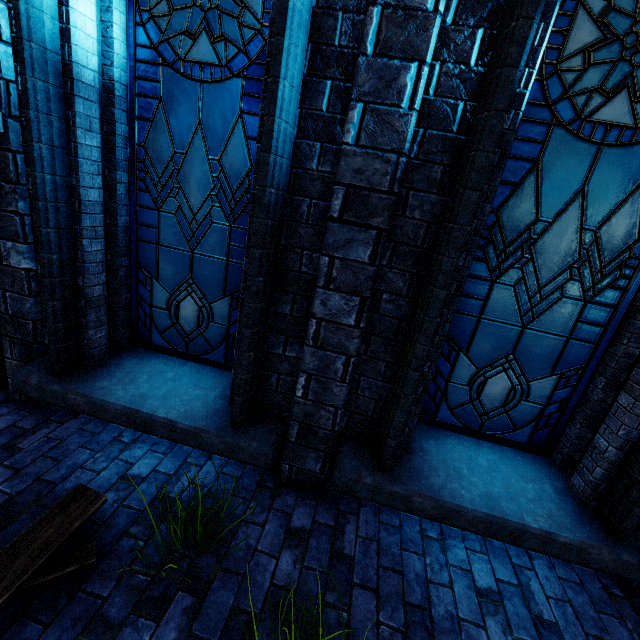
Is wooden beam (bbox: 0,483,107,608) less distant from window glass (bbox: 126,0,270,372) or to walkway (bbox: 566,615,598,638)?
walkway (bbox: 566,615,598,638)

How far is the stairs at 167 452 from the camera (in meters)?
2.75

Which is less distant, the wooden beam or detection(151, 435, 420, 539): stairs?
the wooden beam

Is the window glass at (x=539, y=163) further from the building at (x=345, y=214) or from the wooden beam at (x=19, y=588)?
the wooden beam at (x=19, y=588)

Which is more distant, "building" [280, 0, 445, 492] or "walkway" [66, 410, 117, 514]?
"walkway" [66, 410, 117, 514]

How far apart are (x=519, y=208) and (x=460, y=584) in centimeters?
289cm

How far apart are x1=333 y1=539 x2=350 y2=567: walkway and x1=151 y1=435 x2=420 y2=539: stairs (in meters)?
0.00

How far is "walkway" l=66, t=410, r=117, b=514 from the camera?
2.65m
